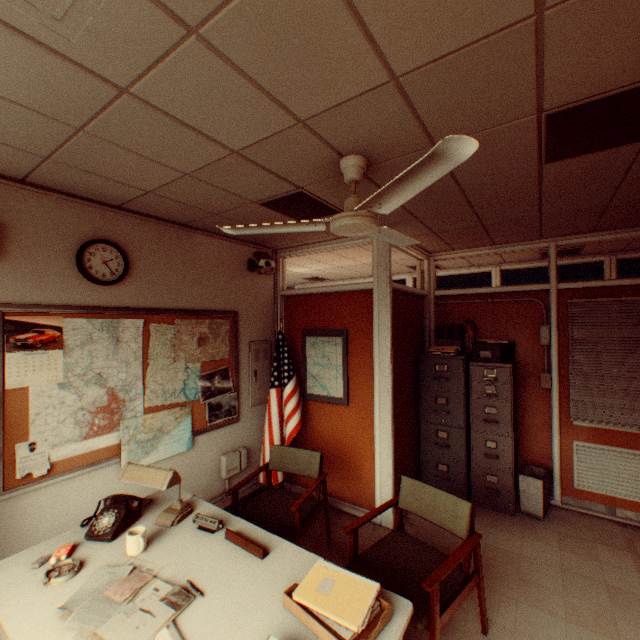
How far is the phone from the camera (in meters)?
2.13

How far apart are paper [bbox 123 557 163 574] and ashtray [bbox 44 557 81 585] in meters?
0.3

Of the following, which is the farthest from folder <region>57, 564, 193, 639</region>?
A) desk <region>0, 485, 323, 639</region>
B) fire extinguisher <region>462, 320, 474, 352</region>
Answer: fire extinguisher <region>462, 320, 474, 352</region>

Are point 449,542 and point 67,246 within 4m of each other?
no

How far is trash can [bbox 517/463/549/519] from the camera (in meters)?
3.89

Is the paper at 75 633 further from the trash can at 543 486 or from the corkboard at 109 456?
the trash can at 543 486

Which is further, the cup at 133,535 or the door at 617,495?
the door at 617,495

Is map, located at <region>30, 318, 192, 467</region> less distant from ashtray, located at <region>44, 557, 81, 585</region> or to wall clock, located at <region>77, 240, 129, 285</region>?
wall clock, located at <region>77, 240, 129, 285</region>
